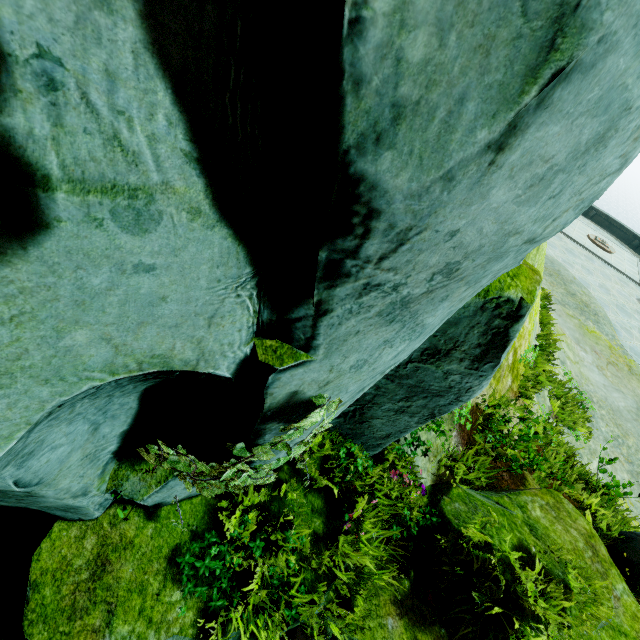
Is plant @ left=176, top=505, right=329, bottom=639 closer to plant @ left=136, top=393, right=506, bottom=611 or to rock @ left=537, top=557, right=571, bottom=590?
rock @ left=537, top=557, right=571, bottom=590

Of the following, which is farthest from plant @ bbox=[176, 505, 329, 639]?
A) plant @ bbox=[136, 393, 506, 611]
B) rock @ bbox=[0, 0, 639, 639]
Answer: plant @ bbox=[136, 393, 506, 611]

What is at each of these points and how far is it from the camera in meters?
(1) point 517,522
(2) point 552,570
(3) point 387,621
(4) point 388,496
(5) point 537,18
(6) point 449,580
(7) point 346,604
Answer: (1) rock, 4.2 m
(2) rock, 3.8 m
(3) rock, 3.4 m
(4) plant, 4.2 m
(5) rock, 0.9 m
(6) plant, 3.7 m
(7) rock, 3.4 m

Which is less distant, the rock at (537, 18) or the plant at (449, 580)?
the rock at (537, 18)

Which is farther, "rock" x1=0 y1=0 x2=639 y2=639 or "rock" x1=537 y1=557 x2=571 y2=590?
"rock" x1=537 y1=557 x2=571 y2=590

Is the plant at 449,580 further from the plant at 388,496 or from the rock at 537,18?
the plant at 388,496

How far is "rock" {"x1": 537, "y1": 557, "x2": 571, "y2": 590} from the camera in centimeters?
373cm

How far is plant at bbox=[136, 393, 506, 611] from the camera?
2.5m
